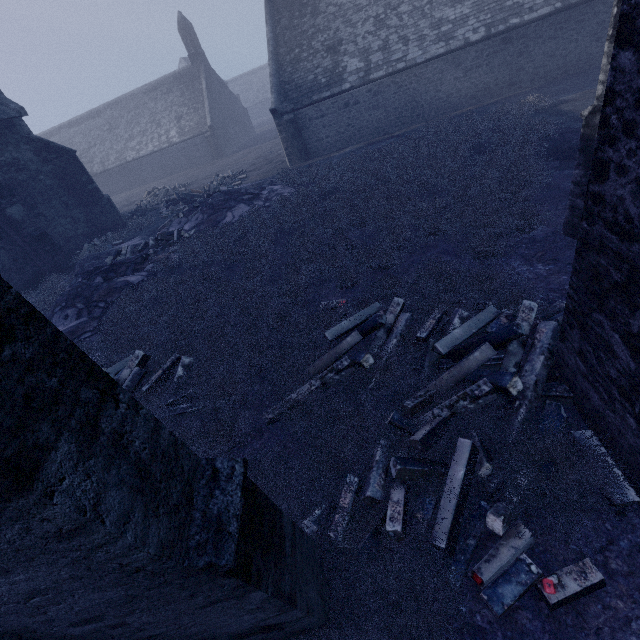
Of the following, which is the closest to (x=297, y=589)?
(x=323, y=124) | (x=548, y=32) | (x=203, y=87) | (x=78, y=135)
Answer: (x=323, y=124)

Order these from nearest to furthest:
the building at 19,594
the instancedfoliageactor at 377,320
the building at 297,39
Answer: the building at 19,594
the building at 297,39
the instancedfoliageactor at 377,320

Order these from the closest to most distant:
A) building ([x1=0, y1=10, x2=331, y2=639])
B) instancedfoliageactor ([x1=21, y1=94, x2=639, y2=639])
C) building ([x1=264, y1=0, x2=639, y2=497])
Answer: A:
building ([x1=0, y1=10, x2=331, y2=639])
building ([x1=264, y1=0, x2=639, y2=497])
instancedfoliageactor ([x1=21, y1=94, x2=639, y2=639])

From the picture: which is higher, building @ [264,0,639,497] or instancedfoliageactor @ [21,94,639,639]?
building @ [264,0,639,497]

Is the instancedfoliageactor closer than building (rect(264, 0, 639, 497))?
No

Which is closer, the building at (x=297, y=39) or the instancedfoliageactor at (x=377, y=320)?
the building at (x=297, y=39)
